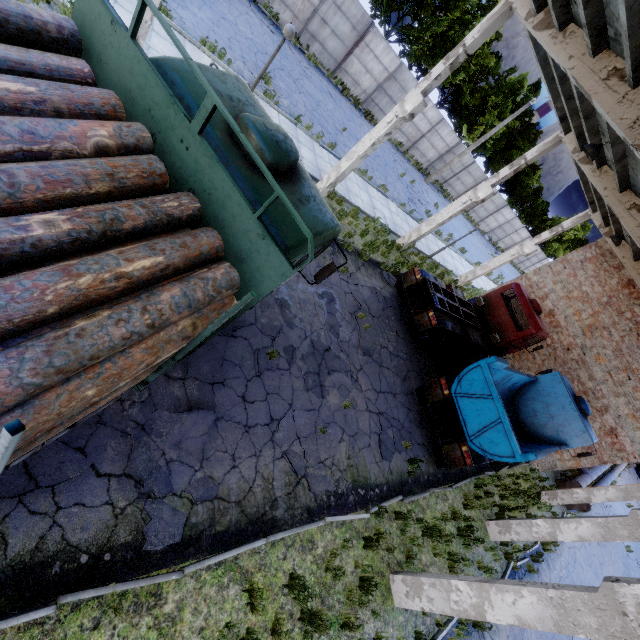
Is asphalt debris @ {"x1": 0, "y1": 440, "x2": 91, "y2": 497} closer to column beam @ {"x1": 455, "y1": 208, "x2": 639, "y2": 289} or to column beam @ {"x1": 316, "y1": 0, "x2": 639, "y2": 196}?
column beam @ {"x1": 316, "y1": 0, "x2": 639, "y2": 196}

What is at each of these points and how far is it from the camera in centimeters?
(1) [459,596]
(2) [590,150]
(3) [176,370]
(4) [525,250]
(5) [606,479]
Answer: (1) column beam, 642cm
(2) ceiling lamp, 884cm
(3) asphalt debris, 603cm
(4) column beam, 1891cm
(5) pipe, 2322cm

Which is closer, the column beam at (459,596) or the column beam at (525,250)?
the column beam at (459,596)

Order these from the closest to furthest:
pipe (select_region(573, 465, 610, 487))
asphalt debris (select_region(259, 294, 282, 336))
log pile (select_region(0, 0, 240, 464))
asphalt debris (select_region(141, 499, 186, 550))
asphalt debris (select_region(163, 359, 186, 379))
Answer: log pile (select_region(0, 0, 240, 464)) → asphalt debris (select_region(141, 499, 186, 550)) → asphalt debris (select_region(163, 359, 186, 379)) → asphalt debris (select_region(259, 294, 282, 336)) → pipe (select_region(573, 465, 610, 487))

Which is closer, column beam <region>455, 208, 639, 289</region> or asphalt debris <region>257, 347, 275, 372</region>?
asphalt debris <region>257, 347, 275, 372</region>

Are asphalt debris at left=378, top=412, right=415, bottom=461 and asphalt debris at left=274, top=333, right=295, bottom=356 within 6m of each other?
yes

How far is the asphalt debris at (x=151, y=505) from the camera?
4.7 meters

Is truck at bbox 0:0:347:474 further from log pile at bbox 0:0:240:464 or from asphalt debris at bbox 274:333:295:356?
asphalt debris at bbox 274:333:295:356
